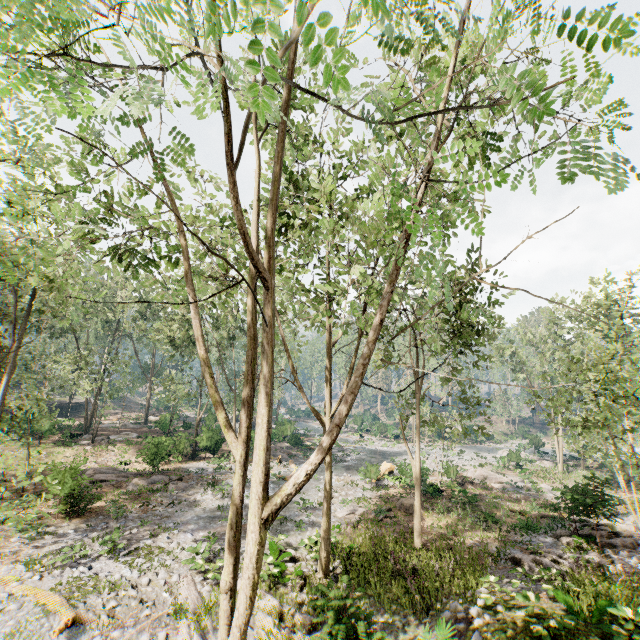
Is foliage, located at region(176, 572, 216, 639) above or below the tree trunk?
below

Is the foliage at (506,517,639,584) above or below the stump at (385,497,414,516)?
above

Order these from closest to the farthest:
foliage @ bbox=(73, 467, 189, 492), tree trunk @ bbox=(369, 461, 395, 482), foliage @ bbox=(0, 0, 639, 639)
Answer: foliage @ bbox=(0, 0, 639, 639) < foliage @ bbox=(73, 467, 189, 492) < tree trunk @ bbox=(369, 461, 395, 482)

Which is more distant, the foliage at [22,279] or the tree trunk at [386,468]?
the tree trunk at [386,468]

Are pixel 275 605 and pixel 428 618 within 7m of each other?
yes

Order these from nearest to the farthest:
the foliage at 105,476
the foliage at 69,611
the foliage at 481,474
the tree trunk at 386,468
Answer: the foliage at 69,611 → the foliage at 105,476 → the tree trunk at 386,468 → the foliage at 481,474

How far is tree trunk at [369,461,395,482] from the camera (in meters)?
25.72

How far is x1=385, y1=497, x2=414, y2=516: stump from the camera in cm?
2084
